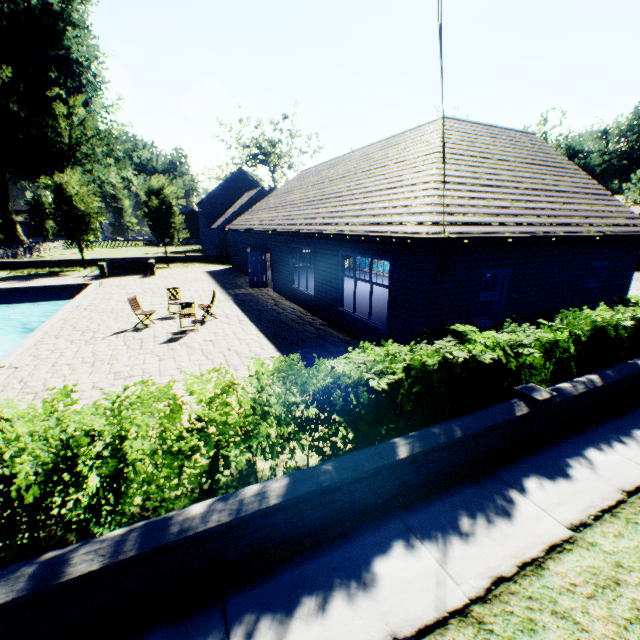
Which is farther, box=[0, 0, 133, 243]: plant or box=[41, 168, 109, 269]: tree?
box=[0, 0, 133, 243]: plant

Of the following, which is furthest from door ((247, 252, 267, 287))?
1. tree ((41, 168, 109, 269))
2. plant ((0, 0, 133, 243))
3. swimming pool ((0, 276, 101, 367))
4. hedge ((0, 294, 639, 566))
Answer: plant ((0, 0, 133, 243))

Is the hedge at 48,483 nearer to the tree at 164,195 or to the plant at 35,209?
the tree at 164,195

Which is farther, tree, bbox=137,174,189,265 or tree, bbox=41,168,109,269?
tree, bbox=137,174,189,265

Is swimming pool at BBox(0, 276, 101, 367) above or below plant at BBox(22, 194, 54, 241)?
below

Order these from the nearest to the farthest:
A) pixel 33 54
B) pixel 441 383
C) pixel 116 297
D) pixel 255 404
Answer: pixel 255 404, pixel 441 383, pixel 116 297, pixel 33 54

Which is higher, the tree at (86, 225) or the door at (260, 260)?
the tree at (86, 225)

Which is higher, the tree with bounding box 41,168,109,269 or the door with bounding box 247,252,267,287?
the tree with bounding box 41,168,109,269
